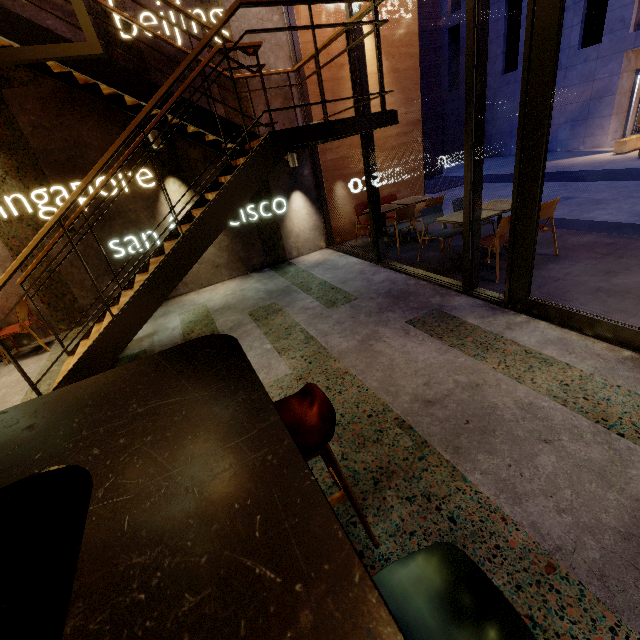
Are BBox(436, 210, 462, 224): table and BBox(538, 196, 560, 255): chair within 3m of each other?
yes

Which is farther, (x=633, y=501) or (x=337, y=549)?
(x=633, y=501)

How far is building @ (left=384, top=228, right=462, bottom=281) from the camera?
5.1 meters

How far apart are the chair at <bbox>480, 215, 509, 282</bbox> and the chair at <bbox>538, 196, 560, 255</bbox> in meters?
0.2

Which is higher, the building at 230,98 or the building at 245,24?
the building at 245,24

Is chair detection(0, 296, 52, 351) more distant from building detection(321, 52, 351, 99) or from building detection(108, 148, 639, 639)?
building detection(321, 52, 351, 99)

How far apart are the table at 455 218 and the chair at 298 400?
3.9m

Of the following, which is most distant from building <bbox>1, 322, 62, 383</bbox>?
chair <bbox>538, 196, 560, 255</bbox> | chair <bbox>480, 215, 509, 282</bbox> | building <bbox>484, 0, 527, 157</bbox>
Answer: building <bbox>484, 0, 527, 157</bbox>
